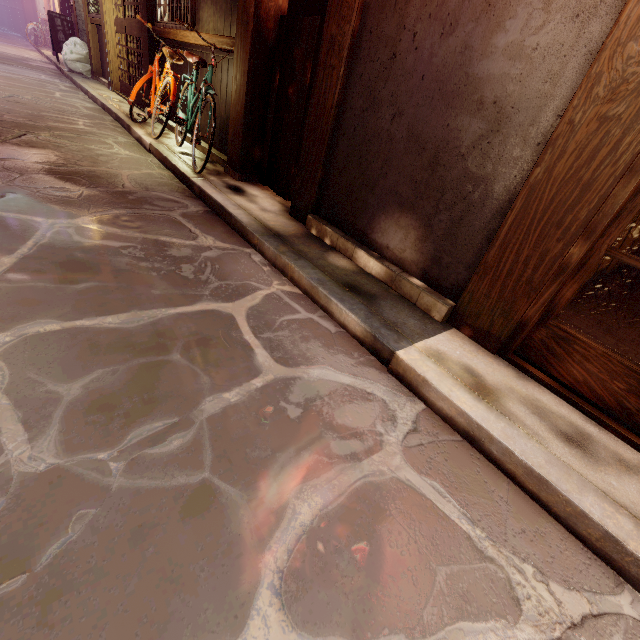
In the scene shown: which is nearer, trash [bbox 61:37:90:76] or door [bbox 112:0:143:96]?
door [bbox 112:0:143:96]

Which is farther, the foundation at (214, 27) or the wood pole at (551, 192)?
the foundation at (214, 27)

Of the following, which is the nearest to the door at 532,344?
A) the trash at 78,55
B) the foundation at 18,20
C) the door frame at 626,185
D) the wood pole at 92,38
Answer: the door frame at 626,185

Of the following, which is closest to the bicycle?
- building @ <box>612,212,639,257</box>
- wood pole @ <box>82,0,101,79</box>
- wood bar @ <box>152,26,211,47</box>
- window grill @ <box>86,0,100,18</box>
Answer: wood bar @ <box>152,26,211,47</box>

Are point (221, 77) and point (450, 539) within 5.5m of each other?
no

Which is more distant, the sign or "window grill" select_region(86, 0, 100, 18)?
the sign

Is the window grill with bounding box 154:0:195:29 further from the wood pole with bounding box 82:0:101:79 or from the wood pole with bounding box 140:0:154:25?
the wood pole with bounding box 82:0:101:79

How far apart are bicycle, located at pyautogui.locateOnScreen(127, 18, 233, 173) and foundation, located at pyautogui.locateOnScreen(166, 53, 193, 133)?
0.1 meters
